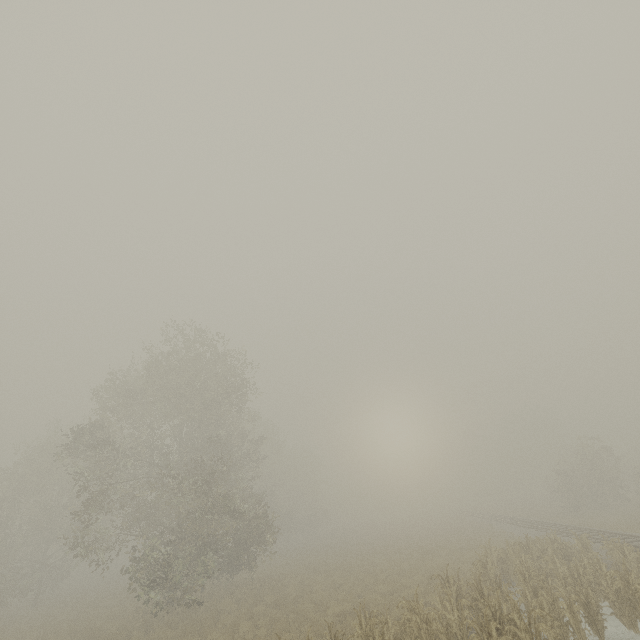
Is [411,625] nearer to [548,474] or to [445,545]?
[445,545]
